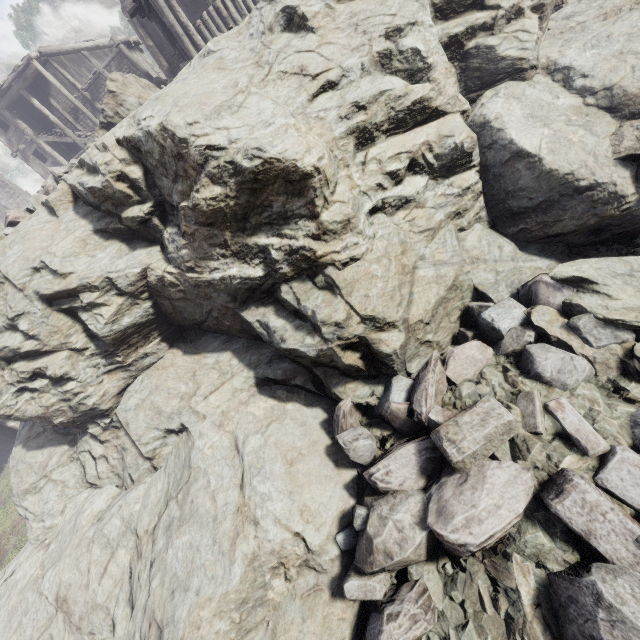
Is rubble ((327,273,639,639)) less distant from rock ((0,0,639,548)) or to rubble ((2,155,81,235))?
rock ((0,0,639,548))

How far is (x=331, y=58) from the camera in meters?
5.4

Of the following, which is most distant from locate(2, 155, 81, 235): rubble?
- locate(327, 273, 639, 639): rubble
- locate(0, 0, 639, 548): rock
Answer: locate(327, 273, 639, 639): rubble

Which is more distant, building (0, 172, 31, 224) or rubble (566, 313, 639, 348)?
building (0, 172, 31, 224)

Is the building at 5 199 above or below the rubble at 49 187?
above

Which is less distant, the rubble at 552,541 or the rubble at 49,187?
the rubble at 552,541
